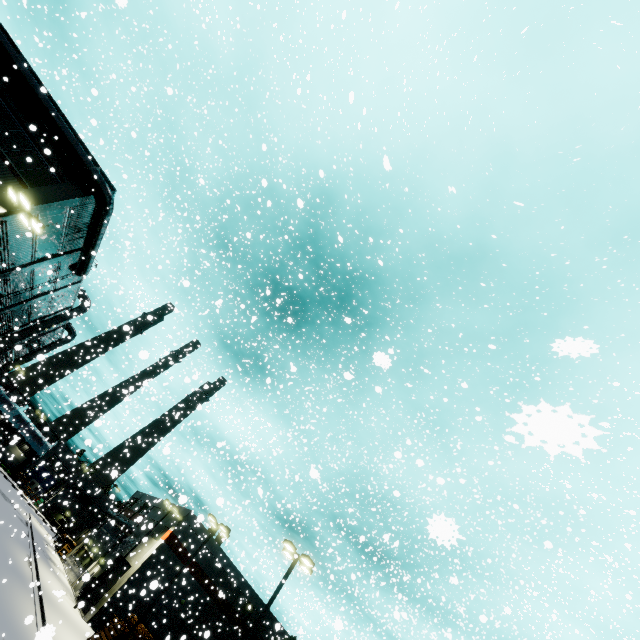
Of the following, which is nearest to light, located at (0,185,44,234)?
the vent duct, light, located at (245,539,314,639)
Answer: the vent duct

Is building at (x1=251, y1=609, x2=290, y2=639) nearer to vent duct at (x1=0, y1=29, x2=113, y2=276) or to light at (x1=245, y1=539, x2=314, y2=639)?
vent duct at (x1=0, y1=29, x2=113, y2=276)

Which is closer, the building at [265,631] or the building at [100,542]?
the building at [265,631]

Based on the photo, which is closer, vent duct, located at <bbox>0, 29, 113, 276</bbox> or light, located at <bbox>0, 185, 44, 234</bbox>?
light, located at <bbox>0, 185, 44, 234</bbox>

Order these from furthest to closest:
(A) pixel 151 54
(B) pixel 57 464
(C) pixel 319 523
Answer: (A) pixel 151 54, (C) pixel 319 523, (B) pixel 57 464

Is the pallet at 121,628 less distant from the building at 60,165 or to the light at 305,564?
the building at 60,165

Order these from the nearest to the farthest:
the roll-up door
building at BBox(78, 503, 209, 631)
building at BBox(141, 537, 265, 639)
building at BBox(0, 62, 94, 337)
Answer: building at BBox(0, 62, 94, 337)
building at BBox(78, 503, 209, 631)
the roll-up door
building at BBox(141, 537, 265, 639)

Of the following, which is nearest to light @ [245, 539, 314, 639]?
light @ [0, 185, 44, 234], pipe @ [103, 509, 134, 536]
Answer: light @ [0, 185, 44, 234]
